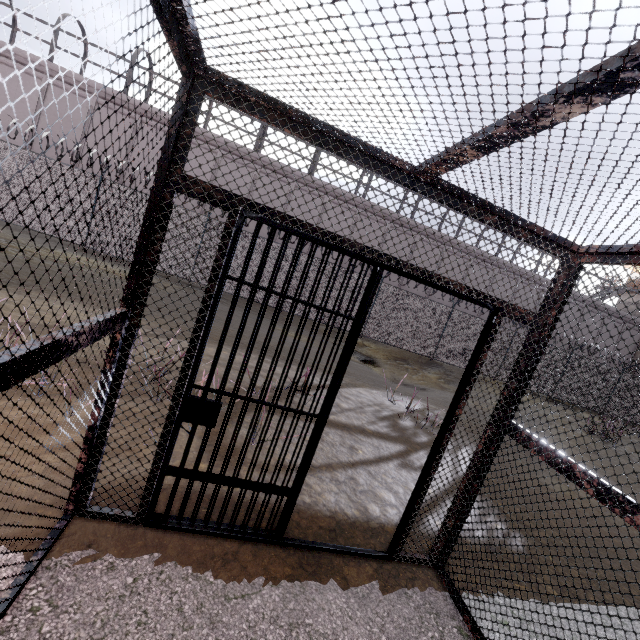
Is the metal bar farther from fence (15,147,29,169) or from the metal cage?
fence (15,147,29,169)

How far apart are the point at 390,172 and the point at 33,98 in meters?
26.3 m

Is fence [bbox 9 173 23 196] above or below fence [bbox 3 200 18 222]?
above

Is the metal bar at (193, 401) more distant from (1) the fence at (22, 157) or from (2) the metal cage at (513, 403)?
(1) the fence at (22, 157)

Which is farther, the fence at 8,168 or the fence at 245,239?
the fence at 245,239

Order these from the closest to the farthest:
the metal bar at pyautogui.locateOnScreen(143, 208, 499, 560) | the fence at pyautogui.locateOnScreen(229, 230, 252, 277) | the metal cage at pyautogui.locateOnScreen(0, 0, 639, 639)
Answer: the metal cage at pyautogui.locateOnScreen(0, 0, 639, 639)
the metal bar at pyautogui.locateOnScreen(143, 208, 499, 560)
the fence at pyautogui.locateOnScreen(229, 230, 252, 277)

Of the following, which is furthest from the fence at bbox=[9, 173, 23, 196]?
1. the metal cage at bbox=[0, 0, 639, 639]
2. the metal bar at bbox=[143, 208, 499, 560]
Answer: the metal bar at bbox=[143, 208, 499, 560]
